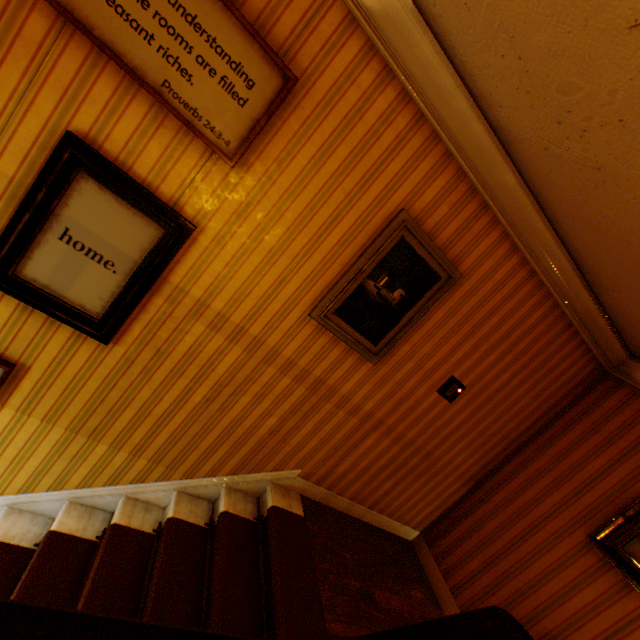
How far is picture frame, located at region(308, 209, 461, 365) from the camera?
2.29m

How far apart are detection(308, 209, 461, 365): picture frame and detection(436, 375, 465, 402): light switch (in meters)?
0.74

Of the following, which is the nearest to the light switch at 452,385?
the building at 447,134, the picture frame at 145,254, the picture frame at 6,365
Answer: the building at 447,134

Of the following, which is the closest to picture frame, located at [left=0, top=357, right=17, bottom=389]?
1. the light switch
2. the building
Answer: the building

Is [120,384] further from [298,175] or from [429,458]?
[429,458]

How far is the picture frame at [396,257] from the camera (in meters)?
2.29

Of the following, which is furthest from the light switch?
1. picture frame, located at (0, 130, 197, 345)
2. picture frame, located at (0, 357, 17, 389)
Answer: picture frame, located at (0, 357, 17, 389)

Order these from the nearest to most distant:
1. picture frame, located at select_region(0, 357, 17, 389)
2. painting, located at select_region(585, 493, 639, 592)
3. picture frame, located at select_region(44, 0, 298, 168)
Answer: picture frame, located at select_region(44, 0, 298, 168), picture frame, located at select_region(0, 357, 17, 389), painting, located at select_region(585, 493, 639, 592)
